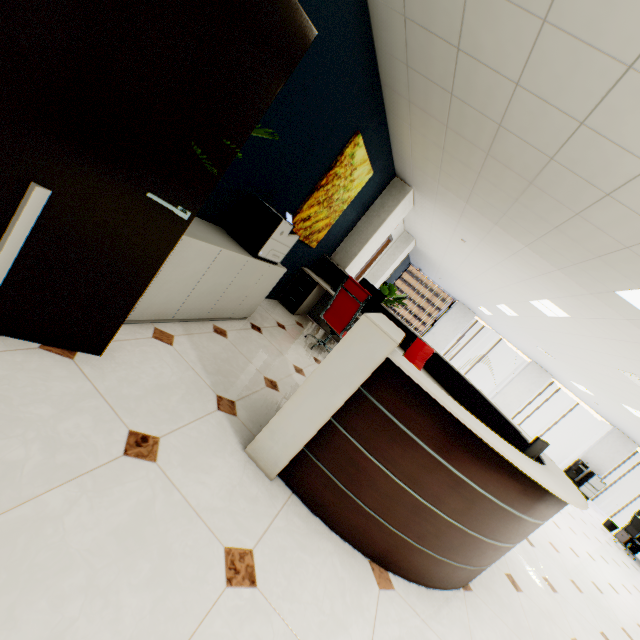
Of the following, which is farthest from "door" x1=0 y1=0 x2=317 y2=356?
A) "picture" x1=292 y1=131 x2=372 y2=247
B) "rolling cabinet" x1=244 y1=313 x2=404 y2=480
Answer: "picture" x1=292 y1=131 x2=372 y2=247

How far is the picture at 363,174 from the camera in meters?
3.9

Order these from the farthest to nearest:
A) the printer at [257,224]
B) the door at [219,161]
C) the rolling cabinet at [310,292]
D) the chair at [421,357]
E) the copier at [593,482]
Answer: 1. the copier at [593,482]
2. the rolling cabinet at [310,292]
3. the chair at [421,357]
4. the printer at [257,224]
5. the door at [219,161]

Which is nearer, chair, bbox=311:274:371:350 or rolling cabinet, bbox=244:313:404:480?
rolling cabinet, bbox=244:313:404:480

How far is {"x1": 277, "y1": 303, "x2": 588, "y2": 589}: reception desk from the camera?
1.88m

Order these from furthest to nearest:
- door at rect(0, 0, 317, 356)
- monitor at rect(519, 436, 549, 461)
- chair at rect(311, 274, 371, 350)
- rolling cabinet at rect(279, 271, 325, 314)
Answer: rolling cabinet at rect(279, 271, 325, 314), chair at rect(311, 274, 371, 350), monitor at rect(519, 436, 549, 461), door at rect(0, 0, 317, 356)

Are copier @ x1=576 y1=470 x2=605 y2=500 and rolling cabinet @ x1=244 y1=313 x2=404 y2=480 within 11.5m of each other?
no

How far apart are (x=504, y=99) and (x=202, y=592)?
3.5m
